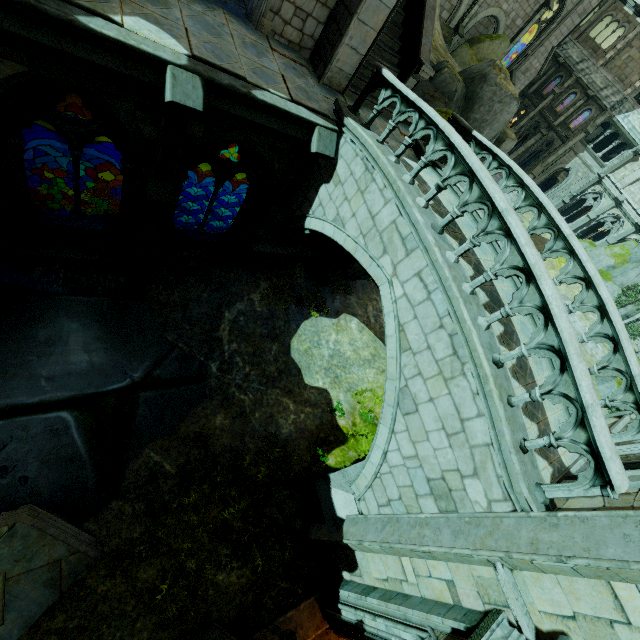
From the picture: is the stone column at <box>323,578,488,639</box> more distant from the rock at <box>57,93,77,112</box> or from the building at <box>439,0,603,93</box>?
the rock at <box>57,93,77,112</box>

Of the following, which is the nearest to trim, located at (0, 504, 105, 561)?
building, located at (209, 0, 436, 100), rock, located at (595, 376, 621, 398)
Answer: building, located at (209, 0, 436, 100)

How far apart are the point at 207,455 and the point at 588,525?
8.1m

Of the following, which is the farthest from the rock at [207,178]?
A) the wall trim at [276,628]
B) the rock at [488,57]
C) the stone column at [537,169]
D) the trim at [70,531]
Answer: the wall trim at [276,628]

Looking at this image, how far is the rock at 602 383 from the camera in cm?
2075

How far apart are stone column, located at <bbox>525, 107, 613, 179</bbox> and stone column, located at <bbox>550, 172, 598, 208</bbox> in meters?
2.9

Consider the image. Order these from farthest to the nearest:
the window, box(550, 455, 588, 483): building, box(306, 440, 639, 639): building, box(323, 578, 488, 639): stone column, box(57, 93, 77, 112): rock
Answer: the window, box(57, 93, 77, 112): rock, box(550, 455, 588, 483): building, box(323, 578, 488, 639): stone column, box(306, 440, 639, 639): building

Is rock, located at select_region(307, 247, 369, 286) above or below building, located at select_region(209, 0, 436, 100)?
below
